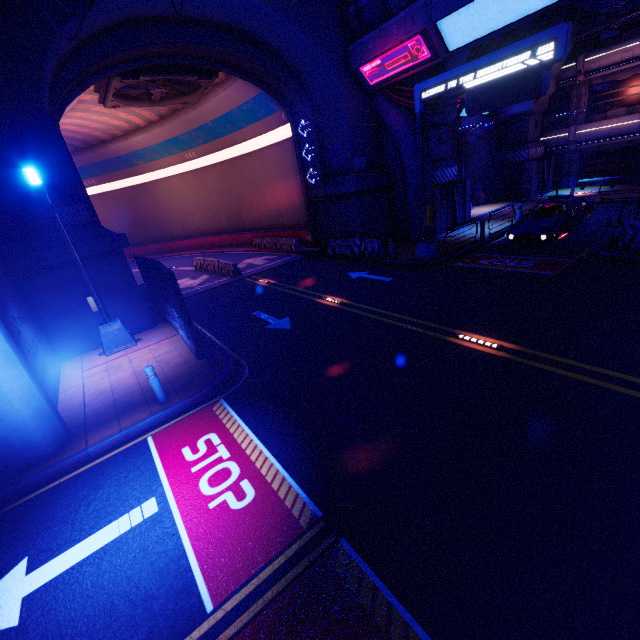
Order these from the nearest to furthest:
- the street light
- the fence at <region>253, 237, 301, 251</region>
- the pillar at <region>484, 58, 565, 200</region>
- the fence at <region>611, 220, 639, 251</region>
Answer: → the street light < the fence at <region>611, 220, 639, 251</region> < the fence at <region>253, 237, 301, 251</region> < the pillar at <region>484, 58, 565, 200</region>

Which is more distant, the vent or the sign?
the vent

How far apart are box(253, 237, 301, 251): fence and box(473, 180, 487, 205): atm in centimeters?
1674cm

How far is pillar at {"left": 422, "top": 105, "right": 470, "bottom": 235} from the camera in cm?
1881

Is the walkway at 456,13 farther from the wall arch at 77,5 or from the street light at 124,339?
the street light at 124,339

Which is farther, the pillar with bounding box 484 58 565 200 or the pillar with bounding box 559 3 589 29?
the pillar with bounding box 484 58 565 200

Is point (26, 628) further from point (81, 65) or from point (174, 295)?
point (81, 65)

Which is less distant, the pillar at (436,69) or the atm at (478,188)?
the pillar at (436,69)
